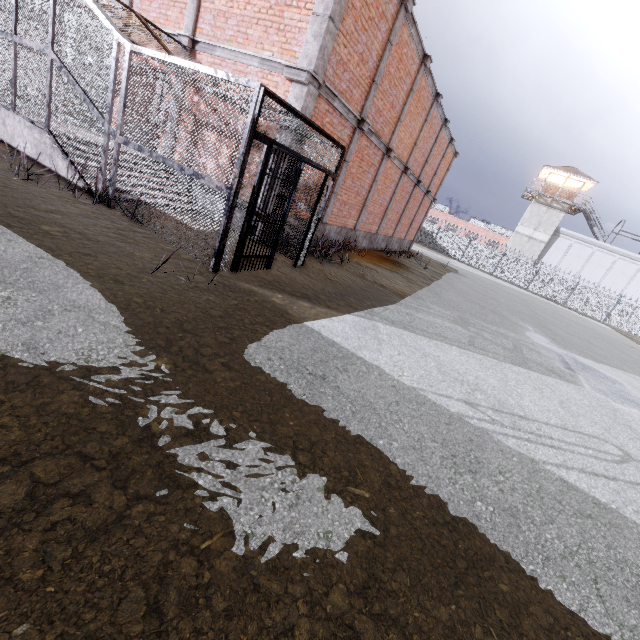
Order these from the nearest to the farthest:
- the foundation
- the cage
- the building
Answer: the cage → the foundation → the building

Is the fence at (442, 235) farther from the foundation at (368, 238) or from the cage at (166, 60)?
the foundation at (368, 238)

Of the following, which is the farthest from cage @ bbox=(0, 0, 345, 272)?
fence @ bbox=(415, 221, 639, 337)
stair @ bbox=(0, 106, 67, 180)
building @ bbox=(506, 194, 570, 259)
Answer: building @ bbox=(506, 194, 570, 259)

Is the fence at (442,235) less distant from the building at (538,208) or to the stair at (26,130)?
the building at (538,208)

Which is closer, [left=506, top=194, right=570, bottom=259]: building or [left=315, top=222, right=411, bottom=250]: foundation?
[left=315, top=222, right=411, bottom=250]: foundation

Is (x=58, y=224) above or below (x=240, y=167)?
below

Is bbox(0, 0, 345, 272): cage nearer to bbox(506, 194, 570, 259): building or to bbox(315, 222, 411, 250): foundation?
bbox(315, 222, 411, 250): foundation

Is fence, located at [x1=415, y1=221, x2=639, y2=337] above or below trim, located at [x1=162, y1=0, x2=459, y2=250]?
below
